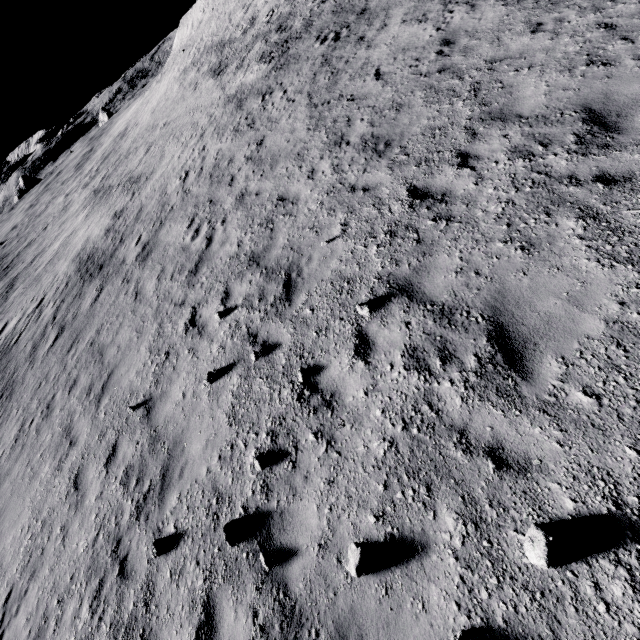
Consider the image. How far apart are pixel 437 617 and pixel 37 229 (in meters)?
48.88

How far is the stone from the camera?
2.74m

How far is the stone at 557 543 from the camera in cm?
274
